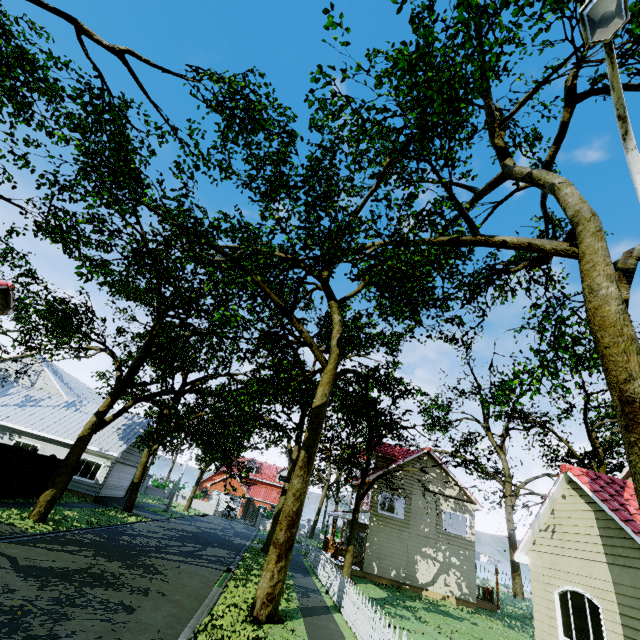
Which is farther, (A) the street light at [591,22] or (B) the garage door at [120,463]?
(B) the garage door at [120,463]

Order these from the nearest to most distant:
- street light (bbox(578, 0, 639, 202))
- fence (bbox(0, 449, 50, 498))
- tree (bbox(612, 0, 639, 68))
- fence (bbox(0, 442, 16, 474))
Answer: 1. street light (bbox(578, 0, 639, 202))
2. tree (bbox(612, 0, 639, 68))
3. fence (bbox(0, 442, 16, 474))
4. fence (bbox(0, 449, 50, 498))

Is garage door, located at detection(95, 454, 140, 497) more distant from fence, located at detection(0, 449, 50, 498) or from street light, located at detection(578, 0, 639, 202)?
street light, located at detection(578, 0, 639, 202)

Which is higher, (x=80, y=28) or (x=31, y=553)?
(x=80, y=28)

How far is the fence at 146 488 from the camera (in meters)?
43.28

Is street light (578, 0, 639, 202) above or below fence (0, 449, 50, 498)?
above

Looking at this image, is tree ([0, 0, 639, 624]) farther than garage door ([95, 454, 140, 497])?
No

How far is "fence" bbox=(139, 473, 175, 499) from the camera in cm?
4328
